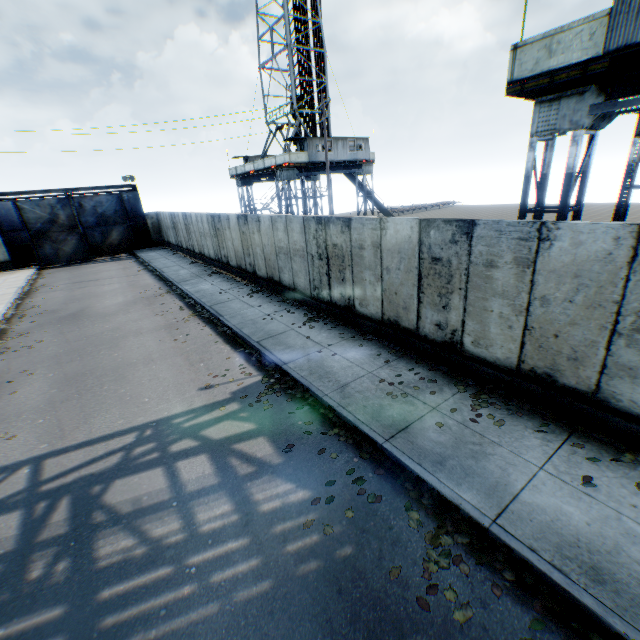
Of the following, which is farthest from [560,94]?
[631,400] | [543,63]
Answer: [631,400]

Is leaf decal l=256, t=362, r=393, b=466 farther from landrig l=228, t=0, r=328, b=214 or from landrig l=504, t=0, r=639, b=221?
landrig l=228, t=0, r=328, b=214

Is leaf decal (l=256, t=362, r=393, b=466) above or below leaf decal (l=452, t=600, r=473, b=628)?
above

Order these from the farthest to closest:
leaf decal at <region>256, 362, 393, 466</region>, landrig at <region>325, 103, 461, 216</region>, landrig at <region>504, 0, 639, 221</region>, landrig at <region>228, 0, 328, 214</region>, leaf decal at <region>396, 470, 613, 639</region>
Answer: landrig at <region>325, 103, 461, 216</region>, landrig at <region>228, 0, 328, 214</region>, landrig at <region>504, 0, 639, 221</region>, leaf decal at <region>256, 362, 393, 466</region>, leaf decal at <region>396, 470, 613, 639</region>

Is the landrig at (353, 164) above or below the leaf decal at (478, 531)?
above

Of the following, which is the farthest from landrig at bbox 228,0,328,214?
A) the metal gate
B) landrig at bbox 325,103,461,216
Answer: the metal gate

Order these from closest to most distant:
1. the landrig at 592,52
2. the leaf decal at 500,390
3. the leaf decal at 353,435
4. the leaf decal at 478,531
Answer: the leaf decal at 478,531
the leaf decal at 500,390
the leaf decal at 353,435
the landrig at 592,52

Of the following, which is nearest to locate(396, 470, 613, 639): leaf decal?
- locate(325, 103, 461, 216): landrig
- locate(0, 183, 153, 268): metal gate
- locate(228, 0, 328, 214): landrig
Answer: locate(325, 103, 461, 216): landrig
